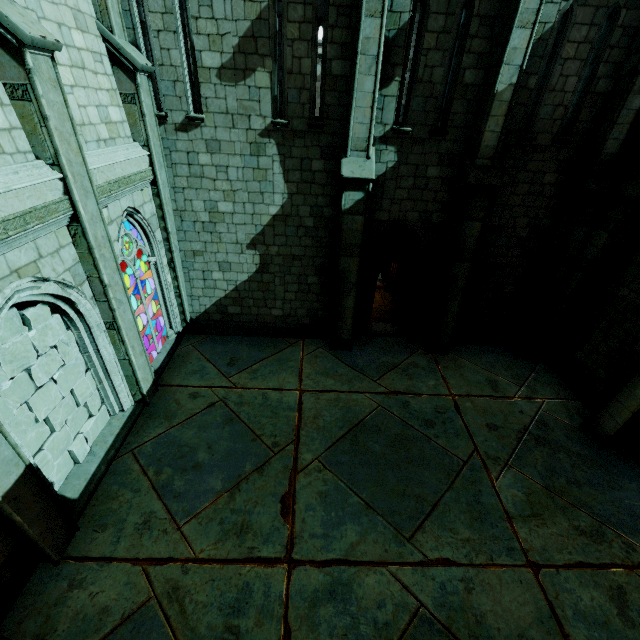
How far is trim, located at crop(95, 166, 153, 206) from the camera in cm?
624

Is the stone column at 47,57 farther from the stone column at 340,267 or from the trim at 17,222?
the stone column at 340,267

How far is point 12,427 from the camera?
5.2m

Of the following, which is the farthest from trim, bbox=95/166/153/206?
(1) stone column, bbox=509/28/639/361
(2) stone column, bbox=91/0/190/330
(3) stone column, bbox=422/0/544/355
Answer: (1) stone column, bbox=509/28/639/361

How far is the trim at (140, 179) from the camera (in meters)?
6.24

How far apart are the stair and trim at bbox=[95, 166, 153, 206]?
4.6 meters

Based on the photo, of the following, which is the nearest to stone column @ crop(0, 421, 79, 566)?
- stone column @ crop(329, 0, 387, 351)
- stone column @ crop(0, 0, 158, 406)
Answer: stone column @ crop(0, 0, 158, 406)

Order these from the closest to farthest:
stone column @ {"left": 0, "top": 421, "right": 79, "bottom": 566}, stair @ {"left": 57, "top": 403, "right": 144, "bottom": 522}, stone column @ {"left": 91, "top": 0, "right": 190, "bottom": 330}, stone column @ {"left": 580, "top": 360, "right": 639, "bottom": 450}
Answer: stone column @ {"left": 0, "top": 421, "right": 79, "bottom": 566}, stair @ {"left": 57, "top": 403, "right": 144, "bottom": 522}, stone column @ {"left": 91, "top": 0, "right": 190, "bottom": 330}, stone column @ {"left": 580, "top": 360, "right": 639, "bottom": 450}
